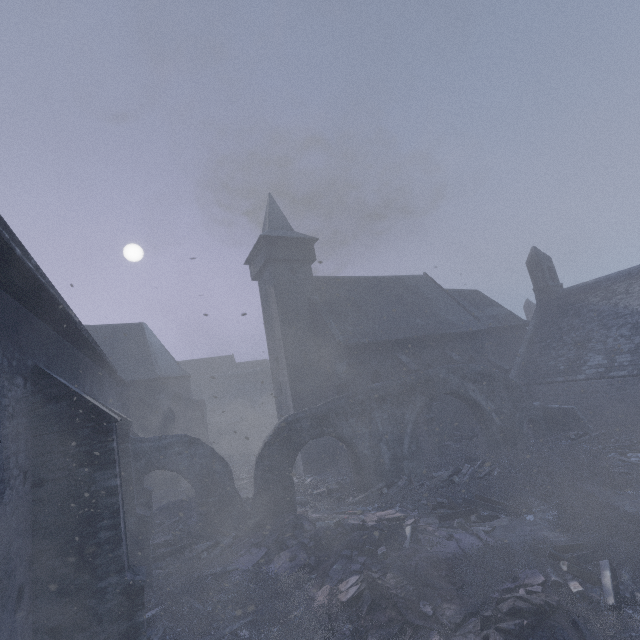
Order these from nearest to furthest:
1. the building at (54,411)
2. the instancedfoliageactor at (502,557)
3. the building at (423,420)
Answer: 1. the building at (54,411)
2. the instancedfoliageactor at (502,557)
3. the building at (423,420)

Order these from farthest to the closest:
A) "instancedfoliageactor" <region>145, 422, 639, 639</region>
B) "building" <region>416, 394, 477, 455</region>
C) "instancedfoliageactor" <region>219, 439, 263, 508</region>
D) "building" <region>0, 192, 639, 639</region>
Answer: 1. "building" <region>416, 394, 477, 455</region>
2. "instancedfoliageactor" <region>219, 439, 263, 508</region>
3. "instancedfoliageactor" <region>145, 422, 639, 639</region>
4. "building" <region>0, 192, 639, 639</region>

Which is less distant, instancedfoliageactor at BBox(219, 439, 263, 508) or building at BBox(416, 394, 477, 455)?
instancedfoliageactor at BBox(219, 439, 263, 508)

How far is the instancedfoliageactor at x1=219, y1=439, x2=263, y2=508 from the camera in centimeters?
1783cm

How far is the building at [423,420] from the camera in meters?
18.6

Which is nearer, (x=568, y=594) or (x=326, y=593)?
(x=568, y=594)
